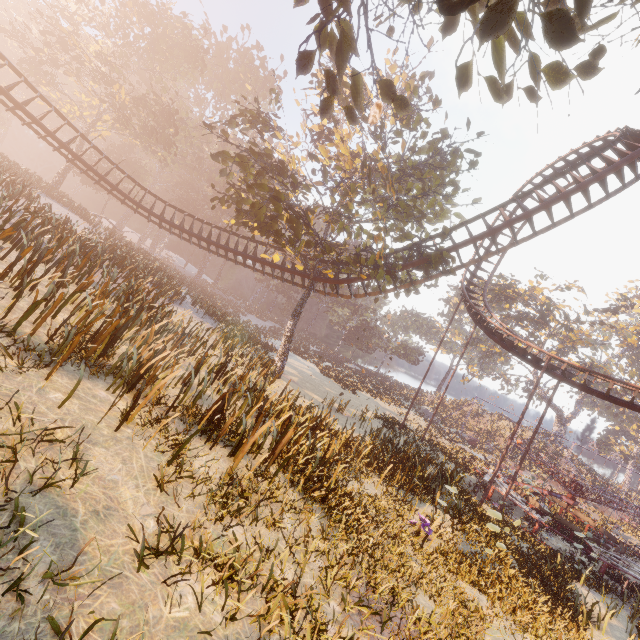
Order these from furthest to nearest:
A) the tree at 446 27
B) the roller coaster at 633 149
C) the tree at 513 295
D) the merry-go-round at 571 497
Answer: the tree at 513 295 → the merry-go-round at 571 497 → the roller coaster at 633 149 → the tree at 446 27

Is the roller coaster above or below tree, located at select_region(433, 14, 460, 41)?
above

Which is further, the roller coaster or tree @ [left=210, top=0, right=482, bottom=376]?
the roller coaster

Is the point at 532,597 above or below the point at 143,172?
below

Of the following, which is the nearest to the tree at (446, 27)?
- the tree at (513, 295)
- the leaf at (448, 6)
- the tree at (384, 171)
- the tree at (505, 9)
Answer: the tree at (505, 9)

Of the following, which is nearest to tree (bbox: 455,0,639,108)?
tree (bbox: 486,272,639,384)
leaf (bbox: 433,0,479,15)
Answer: leaf (bbox: 433,0,479,15)

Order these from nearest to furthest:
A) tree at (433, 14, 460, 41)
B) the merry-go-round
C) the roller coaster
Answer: tree at (433, 14, 460, 41) → the roller coaster → the merry-go-round

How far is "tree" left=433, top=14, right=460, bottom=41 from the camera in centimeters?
447cm
